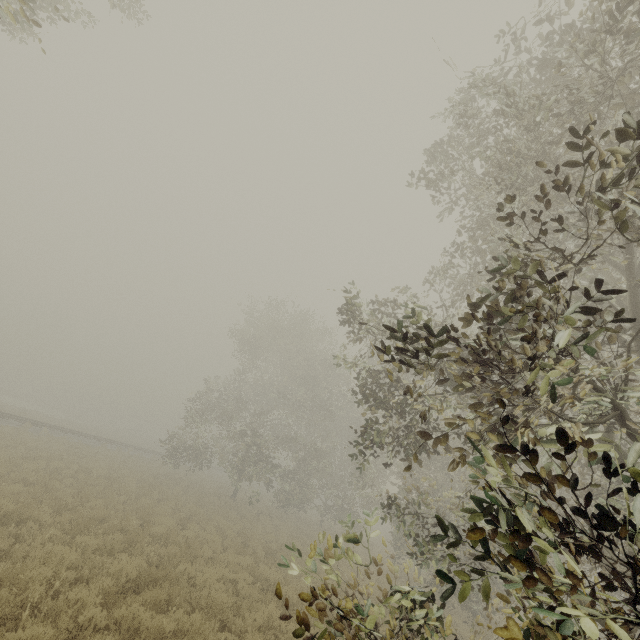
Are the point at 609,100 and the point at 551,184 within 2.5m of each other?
yes
